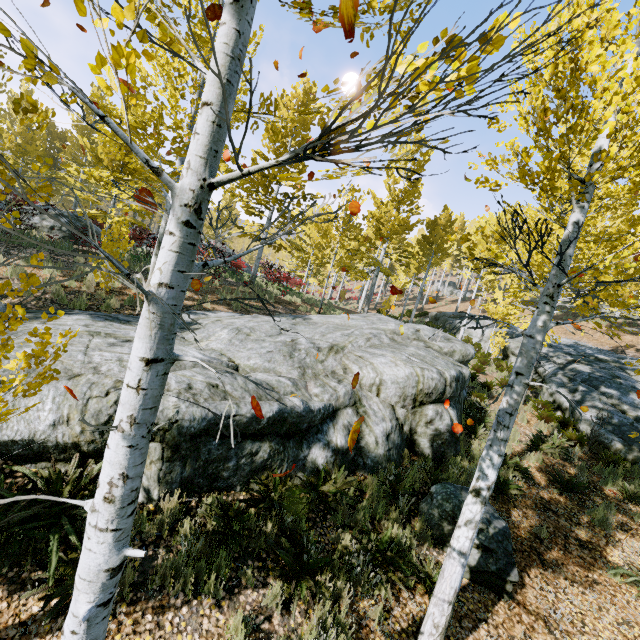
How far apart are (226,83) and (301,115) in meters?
0.8

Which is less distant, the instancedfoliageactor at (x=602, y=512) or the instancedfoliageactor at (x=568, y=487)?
the instancedfoliageactor at (x=602, y=512)

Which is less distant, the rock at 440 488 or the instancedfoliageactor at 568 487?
the rock at 440 488

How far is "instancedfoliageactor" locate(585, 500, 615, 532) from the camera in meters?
7.2 m

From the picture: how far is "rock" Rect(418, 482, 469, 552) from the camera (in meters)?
5.93

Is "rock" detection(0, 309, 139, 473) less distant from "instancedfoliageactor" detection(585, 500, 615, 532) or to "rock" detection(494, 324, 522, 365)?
"instancedfoliageactor" detection(585, 500, 615, 532)

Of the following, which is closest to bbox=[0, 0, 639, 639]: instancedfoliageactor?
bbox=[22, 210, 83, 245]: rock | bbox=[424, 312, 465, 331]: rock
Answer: bbox=[22, 210, 83, 245]: rock
